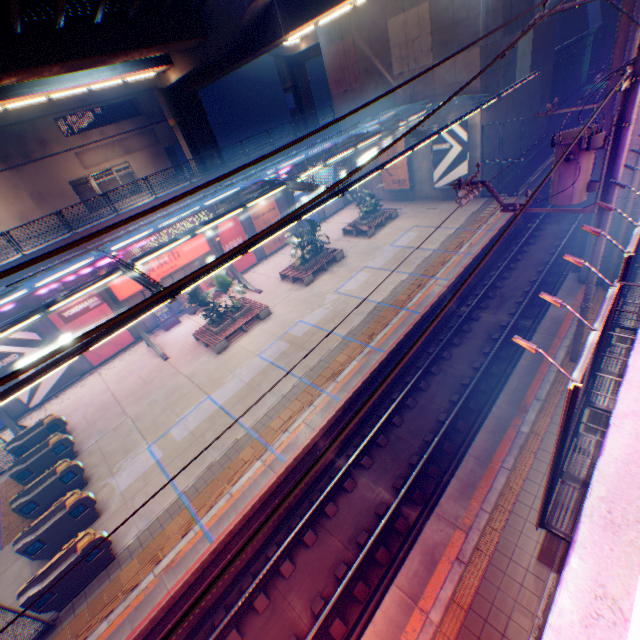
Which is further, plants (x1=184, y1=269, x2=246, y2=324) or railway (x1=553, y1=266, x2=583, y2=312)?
plants (x1=184, y1=269, x2=246, y2=324)

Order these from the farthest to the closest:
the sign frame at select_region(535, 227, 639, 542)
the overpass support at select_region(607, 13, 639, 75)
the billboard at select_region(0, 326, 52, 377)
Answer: the billboard at select_region(0, 326, 52, 377) → the overpass support at select_region(607, 13, 639, 75) → the sign frame at select_region(535, 227, 639, 542)

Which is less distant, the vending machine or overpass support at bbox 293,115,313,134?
the vending machine

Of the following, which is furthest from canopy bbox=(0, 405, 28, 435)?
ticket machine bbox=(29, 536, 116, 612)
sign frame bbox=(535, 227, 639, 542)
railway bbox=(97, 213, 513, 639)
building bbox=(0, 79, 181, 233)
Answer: building bbox=(0, 79, 181, 233)

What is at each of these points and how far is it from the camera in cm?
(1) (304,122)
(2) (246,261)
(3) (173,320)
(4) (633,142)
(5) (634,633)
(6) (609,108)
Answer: (1) overpass support, 3678
(2) billboard, 2488
(3) vending machine, 2108
(4) overpass support, 1043
(5) street lamp, 174
(6) overpass support, 1089

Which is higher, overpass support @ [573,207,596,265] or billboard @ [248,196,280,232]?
billboard @ [248,196,280,232]

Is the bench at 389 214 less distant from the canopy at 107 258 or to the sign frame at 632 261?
the canopy at 107 258

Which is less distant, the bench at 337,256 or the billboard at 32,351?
the billboard at 32,351
